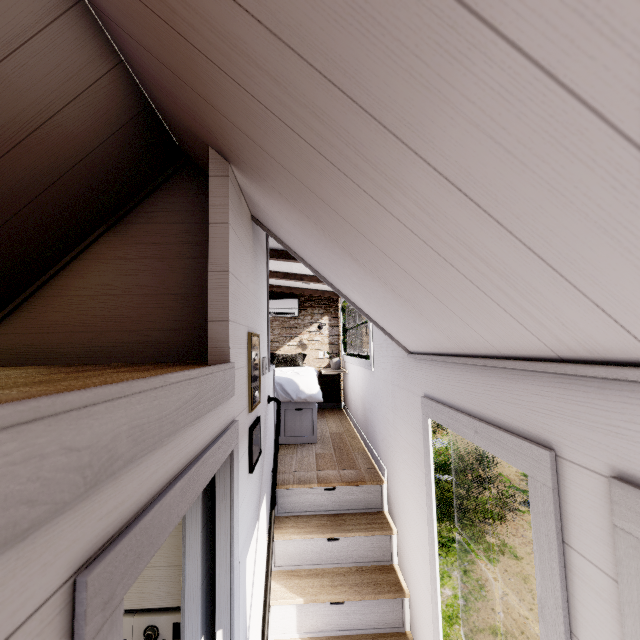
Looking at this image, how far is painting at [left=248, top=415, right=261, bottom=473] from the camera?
1.8m

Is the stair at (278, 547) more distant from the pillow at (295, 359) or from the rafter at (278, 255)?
the pillow at (295, 359)

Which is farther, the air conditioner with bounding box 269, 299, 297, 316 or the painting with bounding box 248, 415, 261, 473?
the air conditioner with bounding box 269, 299, 297, 316

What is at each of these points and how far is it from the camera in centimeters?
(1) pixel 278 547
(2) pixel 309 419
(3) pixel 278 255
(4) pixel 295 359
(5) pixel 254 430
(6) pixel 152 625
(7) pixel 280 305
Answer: (1) stair, 247cm
(2) bed, 394cm
(3) rafter, 378cm
(4) pillow, 600cm
(5) painting, 188cm
(6) washing machine, 176cm
(7) air conditioner, 609cm

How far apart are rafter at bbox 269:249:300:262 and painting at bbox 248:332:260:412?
1.84m

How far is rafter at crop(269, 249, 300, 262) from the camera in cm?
378

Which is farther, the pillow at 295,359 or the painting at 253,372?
the pillow at 295,359

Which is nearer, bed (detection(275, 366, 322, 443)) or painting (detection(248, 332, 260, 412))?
painting (detection(248, 332, 260, 412))
